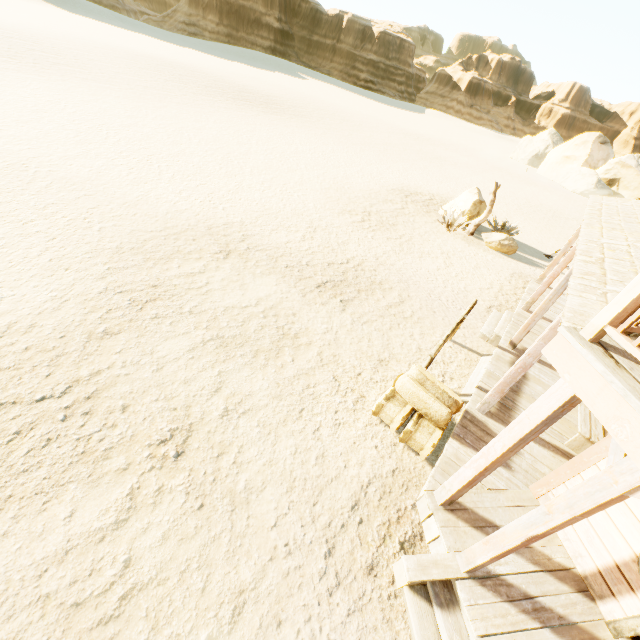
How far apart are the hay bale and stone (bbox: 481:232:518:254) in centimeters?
1048cm

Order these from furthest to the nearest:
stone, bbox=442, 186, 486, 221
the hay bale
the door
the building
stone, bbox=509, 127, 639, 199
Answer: stone, bbox=509, 127, 639, 199, stone, bbox=442, 186, 486, 221, the hay bale, the door, the building

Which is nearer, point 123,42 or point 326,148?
point 326,148

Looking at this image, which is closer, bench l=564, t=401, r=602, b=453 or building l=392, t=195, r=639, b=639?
building l=392, t=195, r=639, b=639

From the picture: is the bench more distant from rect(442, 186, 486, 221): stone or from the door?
rect(442, 186, 486, 221): stone

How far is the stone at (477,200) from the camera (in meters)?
14.61

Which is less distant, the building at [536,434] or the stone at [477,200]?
the building at [536,434]

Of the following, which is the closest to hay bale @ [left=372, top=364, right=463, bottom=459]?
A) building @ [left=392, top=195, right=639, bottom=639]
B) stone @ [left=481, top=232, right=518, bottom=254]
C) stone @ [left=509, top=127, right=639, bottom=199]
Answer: building @ [left=392, top=195, right=639, bottom=639]
